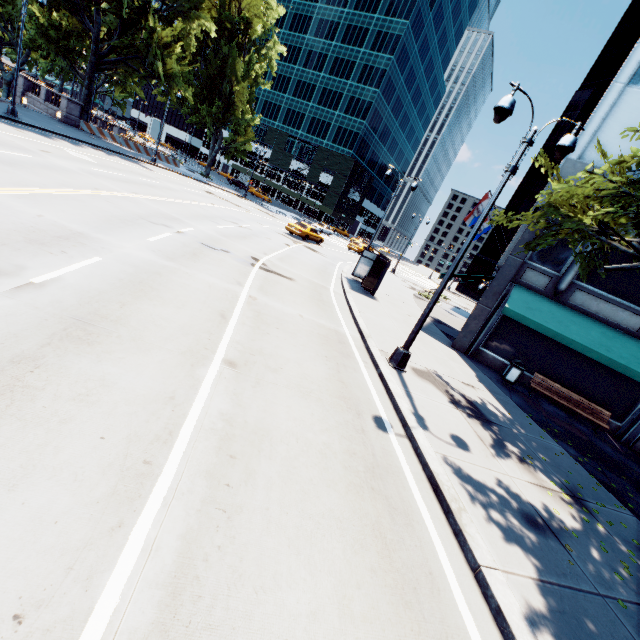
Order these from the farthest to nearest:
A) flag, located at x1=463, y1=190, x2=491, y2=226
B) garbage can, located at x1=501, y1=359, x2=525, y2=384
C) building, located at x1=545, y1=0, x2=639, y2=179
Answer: flag, located at x1=463, y1=190, x2=491, y2=226, garbage can, located at x1=501, y1=359, x2=525, y2=384, building, located at x1=545, y1=0, x2=639, y2=179

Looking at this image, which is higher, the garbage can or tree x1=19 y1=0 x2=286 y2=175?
tree x1=19 y1=0 x2=286 y2=175

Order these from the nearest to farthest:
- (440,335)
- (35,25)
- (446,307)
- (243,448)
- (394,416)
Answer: (243,448), (394,416), (440,335), (35,25), (446,307)

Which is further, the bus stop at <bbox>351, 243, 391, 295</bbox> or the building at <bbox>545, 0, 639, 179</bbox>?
the bus stop at <bbox>351, 243, 391, 295</bbox>

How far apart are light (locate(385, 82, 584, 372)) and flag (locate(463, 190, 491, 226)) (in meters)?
15.01

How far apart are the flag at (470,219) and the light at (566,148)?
15.01m

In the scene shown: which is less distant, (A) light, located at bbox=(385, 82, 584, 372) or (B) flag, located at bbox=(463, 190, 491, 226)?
(A) light, located at bbox=(385, 82, 584, 372)

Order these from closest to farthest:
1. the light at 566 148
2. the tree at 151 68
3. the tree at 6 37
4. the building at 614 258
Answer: the light at 566 148
the building at 614 258
the tree at 151 68
the tree at 6 37
